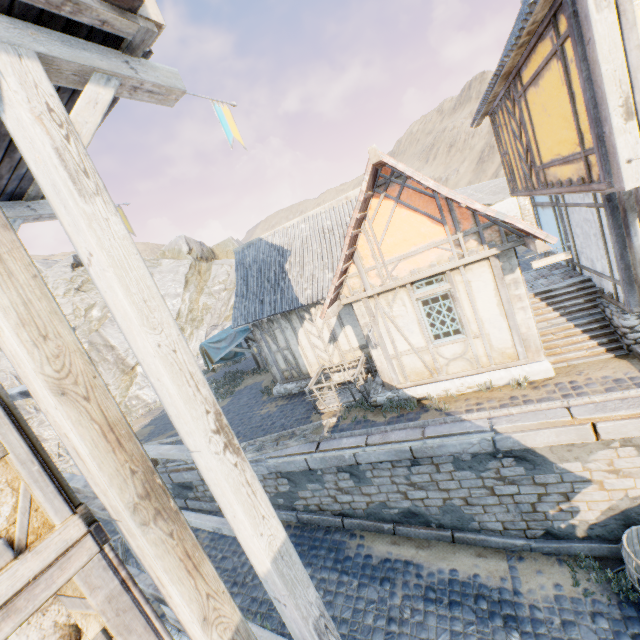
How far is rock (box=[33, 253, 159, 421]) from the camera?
30.4 meters

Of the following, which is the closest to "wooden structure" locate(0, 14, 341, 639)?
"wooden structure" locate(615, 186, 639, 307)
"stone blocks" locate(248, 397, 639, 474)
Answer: "wooden structure" locate(615, 186, 639, 307)

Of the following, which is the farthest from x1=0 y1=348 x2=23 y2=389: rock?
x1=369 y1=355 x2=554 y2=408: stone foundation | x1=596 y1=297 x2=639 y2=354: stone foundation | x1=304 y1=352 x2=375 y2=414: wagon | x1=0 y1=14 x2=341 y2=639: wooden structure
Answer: x1=304 y1=352 x2=375 y2=414: wagon

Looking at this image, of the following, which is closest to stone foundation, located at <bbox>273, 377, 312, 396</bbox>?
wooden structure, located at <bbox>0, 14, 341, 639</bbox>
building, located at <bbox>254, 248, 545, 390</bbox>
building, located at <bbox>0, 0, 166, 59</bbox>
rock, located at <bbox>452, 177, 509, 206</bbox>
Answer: building, located at <bbox>254, 248, 545, 390</bbox>

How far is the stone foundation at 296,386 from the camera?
12.9 meters

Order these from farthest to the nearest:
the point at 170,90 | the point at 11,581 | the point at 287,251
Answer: the point at 287,251, the point at 170,90, the point at 11,581

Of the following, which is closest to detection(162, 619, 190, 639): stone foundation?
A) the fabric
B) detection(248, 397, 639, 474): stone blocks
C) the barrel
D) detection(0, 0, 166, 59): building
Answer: detection(0, 0, 166, 59): building

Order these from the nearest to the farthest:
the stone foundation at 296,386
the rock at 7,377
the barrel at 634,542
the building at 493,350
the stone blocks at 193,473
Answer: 1. the barrel at 634,542
2. the building at 493,350
3. the stone blocks at 193,473
4. the stone foundation at 296,386
5. the rock at 7,377
